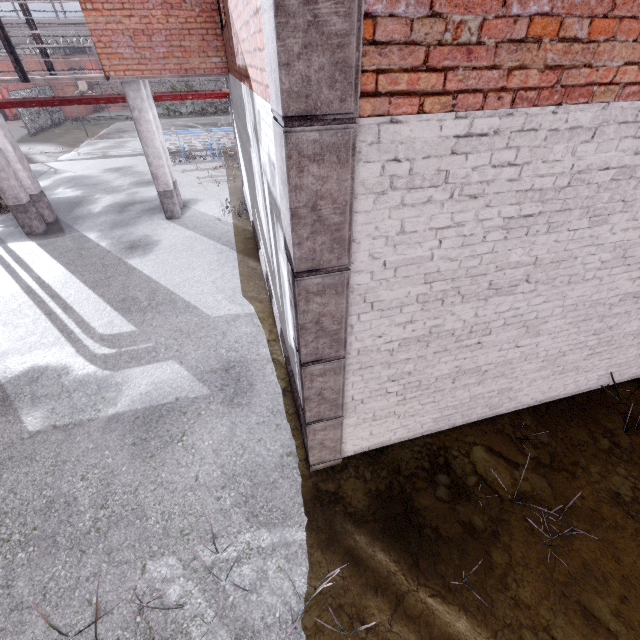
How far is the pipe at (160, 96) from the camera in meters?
10.6

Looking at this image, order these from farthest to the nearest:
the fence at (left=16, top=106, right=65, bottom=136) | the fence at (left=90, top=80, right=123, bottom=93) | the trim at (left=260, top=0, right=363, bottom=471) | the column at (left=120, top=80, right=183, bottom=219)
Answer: the fence at (left=90, top=80, right=123, bottom=93) < the fence at (left=16, top=106, right=65, bottom=136) < the column at (left=120, top=80, right=183, bottom=219) < the trim at (left=260, top=0, right=363, bottom=471)

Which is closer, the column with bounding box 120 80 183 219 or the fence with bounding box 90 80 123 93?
the column with bounding box 120 80 183 219

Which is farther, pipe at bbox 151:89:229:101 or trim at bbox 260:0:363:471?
pipe at bbox 151:89:229:101

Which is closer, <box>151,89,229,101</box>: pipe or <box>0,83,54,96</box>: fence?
<box>151,89,229,101</box>: pipe

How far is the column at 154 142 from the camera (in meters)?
9.17

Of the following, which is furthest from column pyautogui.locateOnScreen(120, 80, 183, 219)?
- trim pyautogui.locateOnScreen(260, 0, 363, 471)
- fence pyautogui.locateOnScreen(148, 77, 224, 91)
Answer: trim pyautogui.locateOnScreen(260, 0, 363, 471)

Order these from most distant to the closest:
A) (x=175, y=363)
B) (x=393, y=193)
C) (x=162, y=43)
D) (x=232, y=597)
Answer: (x=162, y=43) < (x=175, y=363) < (x=232, y=597) < (x=393, y=193)
